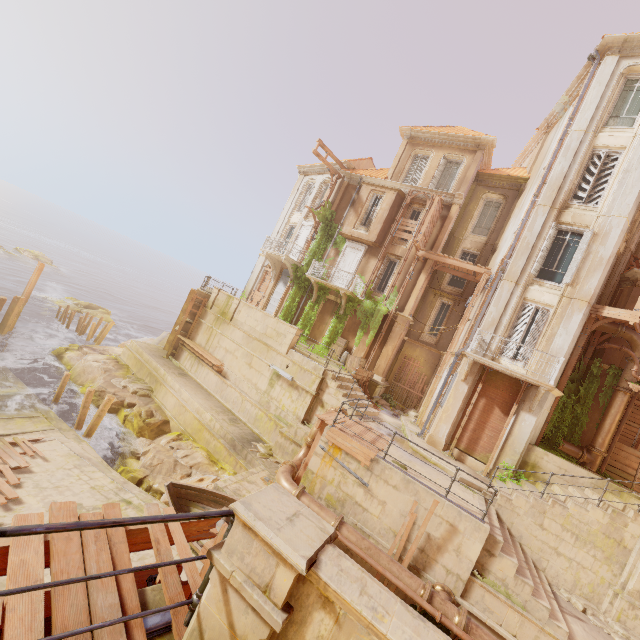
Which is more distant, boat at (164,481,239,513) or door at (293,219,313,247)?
door at (293,219,313,247)

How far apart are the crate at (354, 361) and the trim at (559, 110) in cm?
1819

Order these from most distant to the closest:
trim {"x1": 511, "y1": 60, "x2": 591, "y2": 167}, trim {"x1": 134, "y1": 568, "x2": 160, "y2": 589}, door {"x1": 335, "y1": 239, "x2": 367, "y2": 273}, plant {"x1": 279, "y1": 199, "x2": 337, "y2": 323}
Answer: plant {"x1": 279, "y1": 199, "x2": 337, "y2": 323} < door {"x1": 335, "y1": 239, "x2": 367, "y2": 273} < trim {"x1": 511, "y1": 60, "x2": 591, "y2": 167} < trim {"x1": 134, "y1": 568, "x2": 160, "y2": 589}

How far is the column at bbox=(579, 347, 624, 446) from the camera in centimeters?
1414cm

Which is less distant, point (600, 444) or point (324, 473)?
point (324, 473)

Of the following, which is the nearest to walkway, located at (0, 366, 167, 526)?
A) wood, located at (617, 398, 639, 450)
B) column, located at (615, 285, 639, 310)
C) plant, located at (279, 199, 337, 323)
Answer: plant, located at (279, 199, 337, 323)

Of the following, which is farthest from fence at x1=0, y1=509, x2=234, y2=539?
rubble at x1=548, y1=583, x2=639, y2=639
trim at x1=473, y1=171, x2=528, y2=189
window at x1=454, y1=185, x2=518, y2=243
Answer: trim at x1=473, y1=171, x2=528, y2=189

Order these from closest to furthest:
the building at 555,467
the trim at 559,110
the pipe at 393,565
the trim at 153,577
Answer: the trim at 153,577, the pipe at 393,565, the building at 555,467, the trim at 559,110
